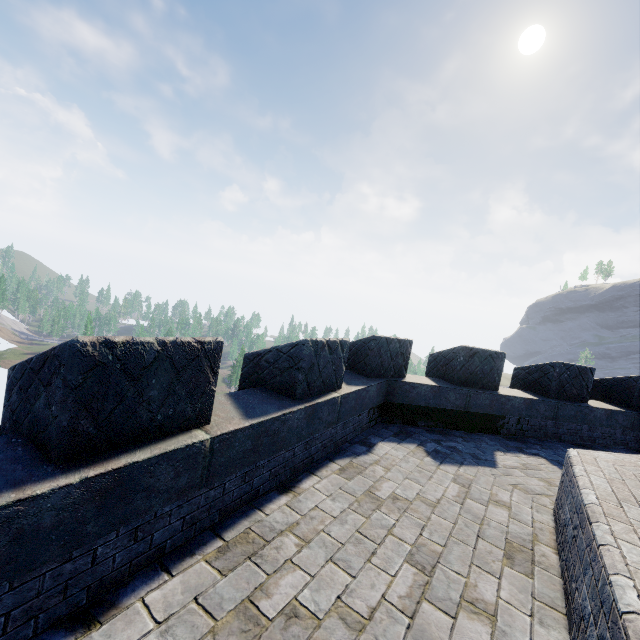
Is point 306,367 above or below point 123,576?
above
